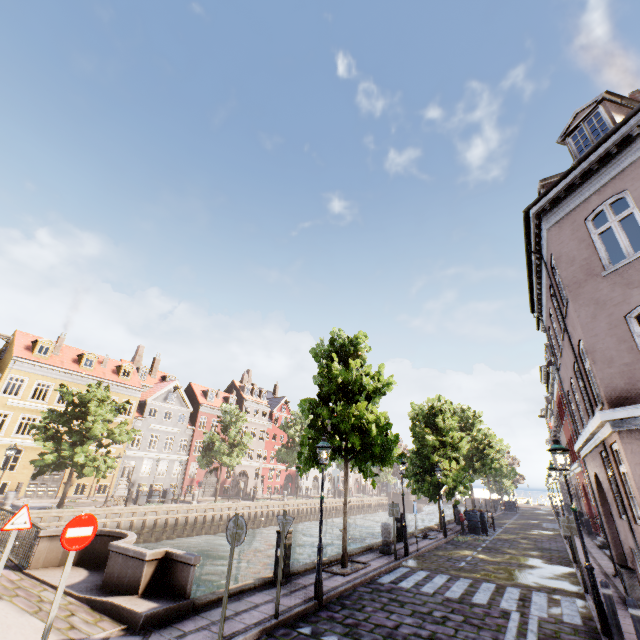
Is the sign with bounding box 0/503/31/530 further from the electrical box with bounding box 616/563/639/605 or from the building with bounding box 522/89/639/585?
the electrical box with bounding box 616/563/639/605

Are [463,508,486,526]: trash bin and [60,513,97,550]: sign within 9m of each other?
no

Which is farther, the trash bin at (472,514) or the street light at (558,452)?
the trash bin at (472,514)

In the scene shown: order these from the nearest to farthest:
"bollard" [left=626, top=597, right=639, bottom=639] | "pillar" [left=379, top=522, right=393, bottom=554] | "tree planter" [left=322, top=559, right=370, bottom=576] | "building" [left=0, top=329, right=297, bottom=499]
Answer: "bollard" [left=626, top=597, right=639, bottom=639] < "tree planter" [left=322, top=559, right=370, bottom=576] < "pillar" [left=379, top=522, right=393, bottom=554] < "building" [left=0, top=329, right=297, bottom=499]

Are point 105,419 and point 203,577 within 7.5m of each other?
no

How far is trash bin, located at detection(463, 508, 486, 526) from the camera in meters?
21.4 m

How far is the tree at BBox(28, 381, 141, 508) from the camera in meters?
21.7 m

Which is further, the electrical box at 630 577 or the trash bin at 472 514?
the trash bin at 472 514
